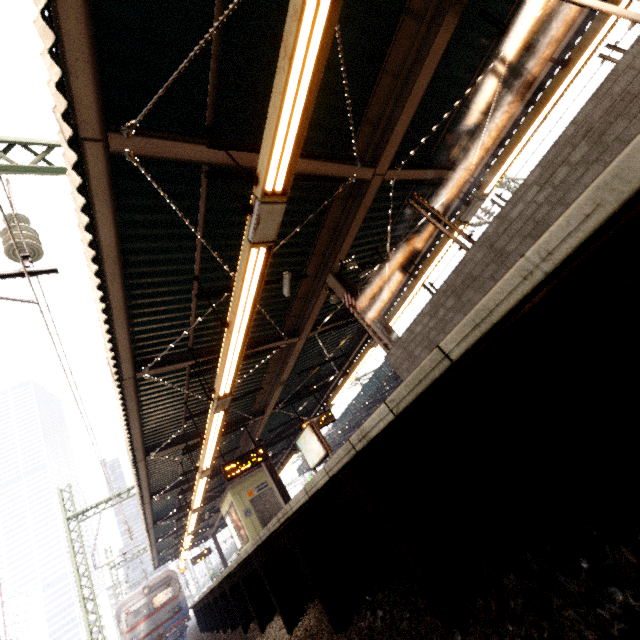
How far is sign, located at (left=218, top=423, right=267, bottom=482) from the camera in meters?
10.5 m

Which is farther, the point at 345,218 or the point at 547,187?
the point at 345,218

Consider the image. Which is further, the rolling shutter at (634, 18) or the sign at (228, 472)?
the sign at (228, 472)

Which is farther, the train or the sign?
the train

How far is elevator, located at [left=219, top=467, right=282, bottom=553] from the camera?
14.1m

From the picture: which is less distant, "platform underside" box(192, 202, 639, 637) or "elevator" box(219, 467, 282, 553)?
"platform underside" box(192, 202, 639, 637)

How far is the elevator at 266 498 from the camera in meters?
14.1

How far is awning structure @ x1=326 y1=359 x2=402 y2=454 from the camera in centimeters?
2223cm
